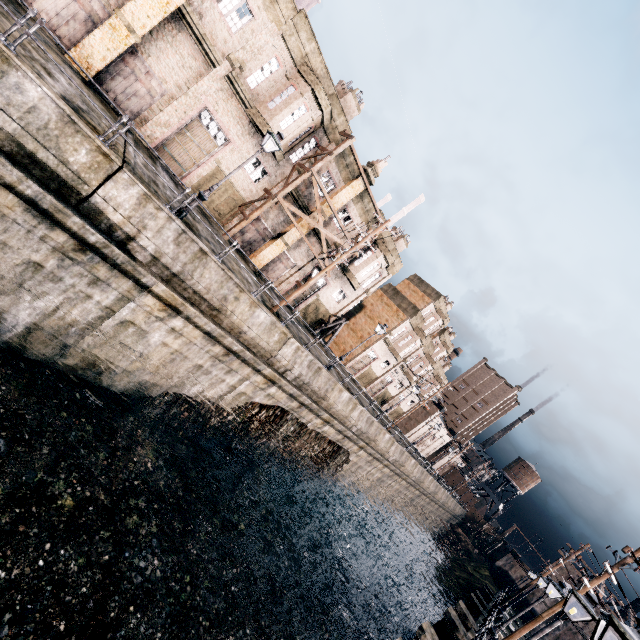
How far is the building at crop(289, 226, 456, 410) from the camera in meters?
32.6 m

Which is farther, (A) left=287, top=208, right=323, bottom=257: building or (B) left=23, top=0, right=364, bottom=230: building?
(A) left=287, top=208, right=323, bottom=257: building

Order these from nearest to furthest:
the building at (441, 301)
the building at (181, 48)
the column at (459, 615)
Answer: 1. the column at (459, 615)
2. the building at (181, 48)
3. the building at (441, 301)

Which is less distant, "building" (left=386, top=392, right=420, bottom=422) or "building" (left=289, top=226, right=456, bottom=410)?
"building" (left=289, top=226, right=456, bottom=410)

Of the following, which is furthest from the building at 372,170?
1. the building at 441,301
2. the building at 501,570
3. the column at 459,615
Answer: the building at 501,570

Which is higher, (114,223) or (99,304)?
(114,223)

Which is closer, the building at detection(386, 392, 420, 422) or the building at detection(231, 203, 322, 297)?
the building at detection(231, 203, 322, 297)

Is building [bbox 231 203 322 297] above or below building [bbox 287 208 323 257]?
below
